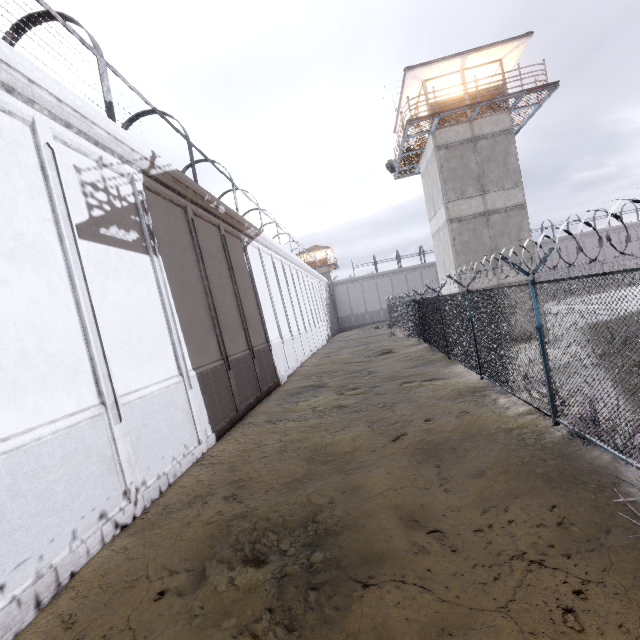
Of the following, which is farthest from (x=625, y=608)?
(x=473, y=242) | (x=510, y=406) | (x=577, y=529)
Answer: (x=473, y=242)

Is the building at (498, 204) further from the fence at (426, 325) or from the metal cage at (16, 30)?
the metal cage at (16, 30)

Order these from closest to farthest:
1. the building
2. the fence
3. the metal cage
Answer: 1. the fence
2. the metal cage
3. the building

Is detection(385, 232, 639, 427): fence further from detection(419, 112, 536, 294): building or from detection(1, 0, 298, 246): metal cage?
detection(1, 0, 298, 246): metal cage

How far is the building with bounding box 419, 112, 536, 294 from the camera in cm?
1697

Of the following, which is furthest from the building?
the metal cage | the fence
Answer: the metal cage

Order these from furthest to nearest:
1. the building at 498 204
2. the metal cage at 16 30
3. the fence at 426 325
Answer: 1. the building at 498 204
2. the metal cage at 16 30
3. the fence at 426 325
